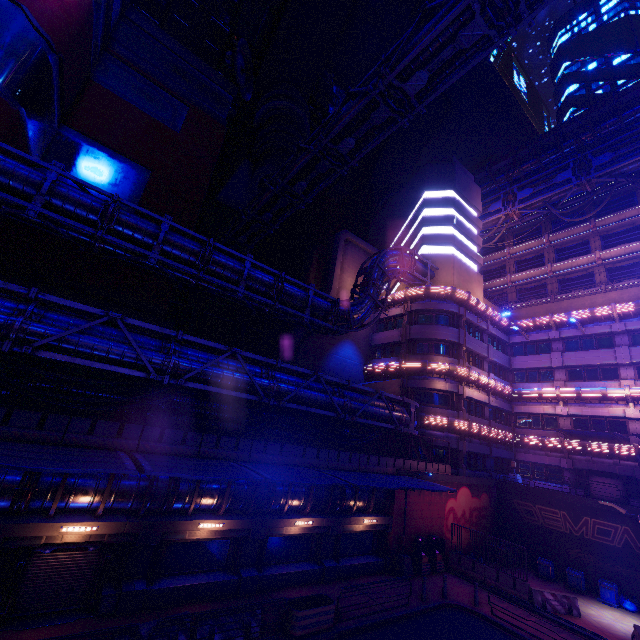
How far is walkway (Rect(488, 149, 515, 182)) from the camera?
43.7 meters

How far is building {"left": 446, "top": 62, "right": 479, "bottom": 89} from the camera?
58.64m

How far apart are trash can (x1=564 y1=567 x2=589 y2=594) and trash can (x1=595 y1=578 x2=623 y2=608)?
0.6 meters

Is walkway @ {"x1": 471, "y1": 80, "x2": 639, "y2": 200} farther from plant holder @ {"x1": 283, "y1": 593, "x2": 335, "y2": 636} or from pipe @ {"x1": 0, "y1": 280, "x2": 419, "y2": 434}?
plant holder @ {"x1": 283, "y1": 593, "x2": 335, "y2": 636}

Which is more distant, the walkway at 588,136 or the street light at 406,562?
the walkway at 588,136

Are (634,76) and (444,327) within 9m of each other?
no

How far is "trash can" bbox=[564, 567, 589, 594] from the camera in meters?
21.8 m

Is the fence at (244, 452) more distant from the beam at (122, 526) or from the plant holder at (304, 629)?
the plant holder at (304, 629)
